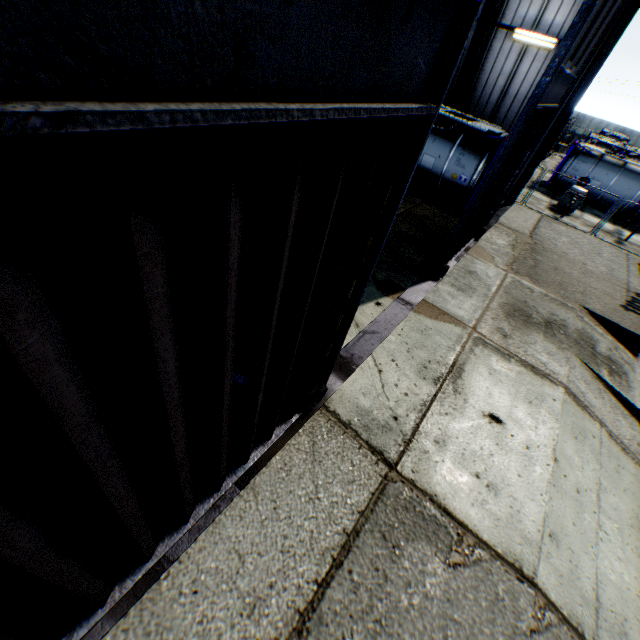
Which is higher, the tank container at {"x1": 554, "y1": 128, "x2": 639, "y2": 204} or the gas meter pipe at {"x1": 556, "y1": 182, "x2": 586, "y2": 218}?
the tank container at {"x1": 554, "y1": 128, "x2": 639, "y2": 204}

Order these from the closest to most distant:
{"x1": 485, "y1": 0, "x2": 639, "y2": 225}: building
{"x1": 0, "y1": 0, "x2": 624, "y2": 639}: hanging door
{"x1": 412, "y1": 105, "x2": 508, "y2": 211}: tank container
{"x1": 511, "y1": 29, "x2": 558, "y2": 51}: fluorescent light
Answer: {"x1": 0, "y1": 0, "x2": 624, "y2": 639}: hanging door
{"x1": 485, "y1": 0, "x2": 639, "y2": 225}: building
{"x1": 511, "y1": 29, "x2": 558, "y2": 51}: fluorescent light
{"x1": 412, "y1": 105, "x2": 508, "y2": 211}: tank container

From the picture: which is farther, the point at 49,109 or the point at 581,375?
the point at 581,375

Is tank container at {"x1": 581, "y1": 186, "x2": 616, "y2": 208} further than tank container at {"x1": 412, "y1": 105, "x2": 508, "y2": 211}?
Yes

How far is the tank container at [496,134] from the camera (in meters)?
12.97

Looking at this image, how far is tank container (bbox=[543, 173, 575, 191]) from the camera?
22.5 meters

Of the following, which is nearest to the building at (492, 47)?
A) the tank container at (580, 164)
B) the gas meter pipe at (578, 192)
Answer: the gas meter pipe at (578, 192)
